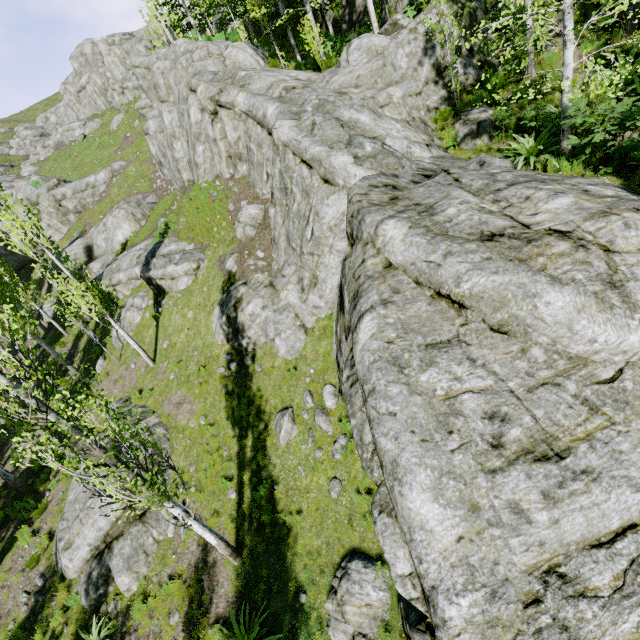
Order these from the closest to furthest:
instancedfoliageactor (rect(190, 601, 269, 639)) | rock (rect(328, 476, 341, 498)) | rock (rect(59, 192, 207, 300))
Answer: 1. instancedfoliageactor (rect(190, 601, 269, 639))
2. rock (rect(328, 476, 341, 498))
3. rock (rect(59, 192, 207, 300))

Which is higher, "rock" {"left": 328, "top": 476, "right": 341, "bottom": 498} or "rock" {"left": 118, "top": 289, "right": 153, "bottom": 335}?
"rock" {"left": 118, "top": 289, "right": 153, "bottom": 335}

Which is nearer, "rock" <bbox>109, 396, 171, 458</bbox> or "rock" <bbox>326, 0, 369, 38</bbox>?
"rock" <bbox>109, 396, 171, 458</bbox>

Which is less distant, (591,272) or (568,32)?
(591,272)

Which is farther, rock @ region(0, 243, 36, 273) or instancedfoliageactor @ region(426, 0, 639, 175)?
rock @ region(0, 243, 36, 273)

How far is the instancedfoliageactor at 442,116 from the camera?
12.0 meters

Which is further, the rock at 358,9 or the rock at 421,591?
the rock at 358,9

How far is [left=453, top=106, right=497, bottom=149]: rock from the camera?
10.7 meters
